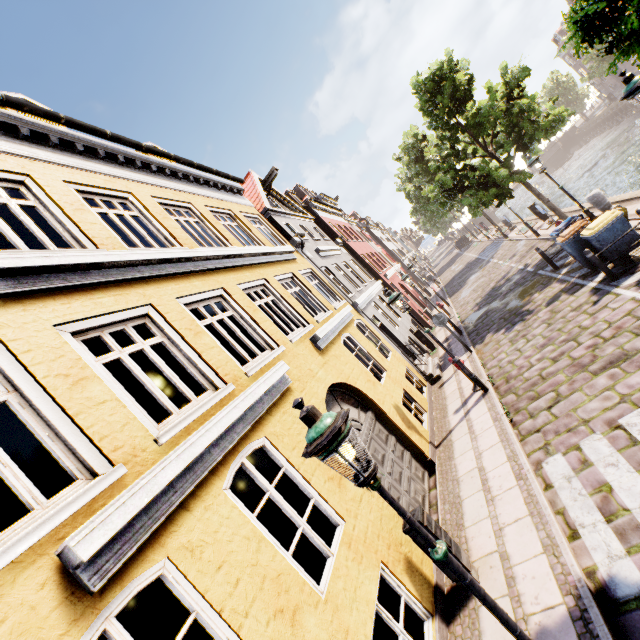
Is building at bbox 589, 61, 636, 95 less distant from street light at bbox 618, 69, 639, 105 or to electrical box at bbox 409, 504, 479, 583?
street light at bbox 618, 69, 639, 105

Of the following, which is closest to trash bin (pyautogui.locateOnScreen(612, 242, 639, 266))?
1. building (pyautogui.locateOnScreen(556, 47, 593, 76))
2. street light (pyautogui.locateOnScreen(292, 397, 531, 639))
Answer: street light (pyautogui.locateOnScreen(292, 397, 531, 639))

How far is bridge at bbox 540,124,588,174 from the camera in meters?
48.2 m

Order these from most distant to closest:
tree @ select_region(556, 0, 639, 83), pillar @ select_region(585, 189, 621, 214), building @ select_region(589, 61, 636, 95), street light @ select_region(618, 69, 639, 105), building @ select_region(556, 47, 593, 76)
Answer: building @ select_region(556, 47, 593, 76) < building @ select_region(589, 61, 636, 95) < pillar @ select_region(585, 189, 621, 214) < street light @ select_region(618, 69, 639, 105) < tree @ select_region(556, 0, 639, 83)

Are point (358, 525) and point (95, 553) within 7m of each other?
yes

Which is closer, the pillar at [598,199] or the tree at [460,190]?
the pillar at [598,199]

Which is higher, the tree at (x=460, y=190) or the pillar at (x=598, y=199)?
the tree at (x=460, y=190)

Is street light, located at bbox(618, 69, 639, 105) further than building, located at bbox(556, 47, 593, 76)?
No
